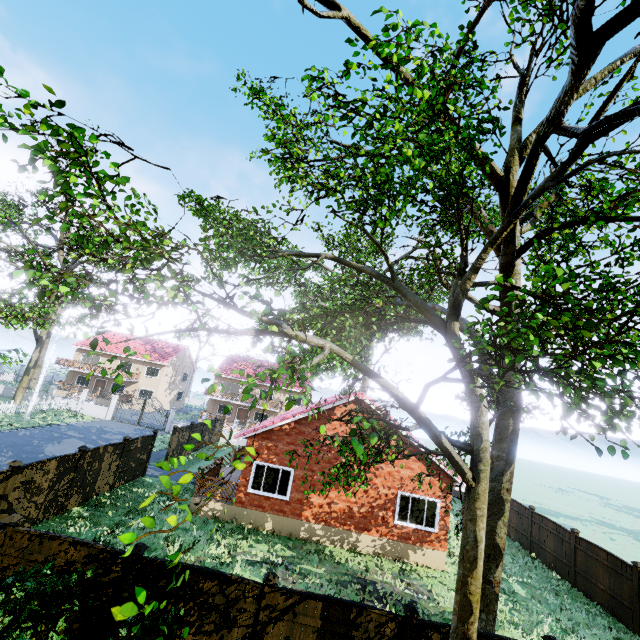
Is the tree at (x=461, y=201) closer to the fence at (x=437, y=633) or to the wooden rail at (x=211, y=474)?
the fence at (x=437, y=633)

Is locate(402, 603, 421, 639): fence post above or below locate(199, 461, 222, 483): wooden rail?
above

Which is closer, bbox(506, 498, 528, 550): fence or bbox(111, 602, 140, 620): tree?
bbox(111, 602, 140, 620): tree

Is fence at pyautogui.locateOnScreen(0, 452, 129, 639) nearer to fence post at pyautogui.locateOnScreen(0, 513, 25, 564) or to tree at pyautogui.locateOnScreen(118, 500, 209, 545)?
fence post at pyautogui.locateOnScreen(0, 513, 25, 564)

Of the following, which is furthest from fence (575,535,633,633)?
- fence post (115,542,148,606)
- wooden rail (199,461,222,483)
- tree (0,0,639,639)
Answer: wooden rail (199,461,222,483)

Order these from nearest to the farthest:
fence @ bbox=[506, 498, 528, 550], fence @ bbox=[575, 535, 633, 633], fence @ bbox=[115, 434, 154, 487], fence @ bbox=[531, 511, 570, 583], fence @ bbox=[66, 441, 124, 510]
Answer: fence @ bbox=[575, 535, 633, 633]
fence @ bbox=[66, 441, 124, 510]
fence @ bbox=[531, 511, 570, 583]
fence @ bbox=[115, 434, 154, 487]
fence @ bbox=[506, 498, 528, 550]

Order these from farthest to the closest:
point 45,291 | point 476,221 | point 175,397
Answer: point 175,397 → point 45,291 → point 476,221

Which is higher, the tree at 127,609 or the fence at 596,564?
the tree at 127,609
